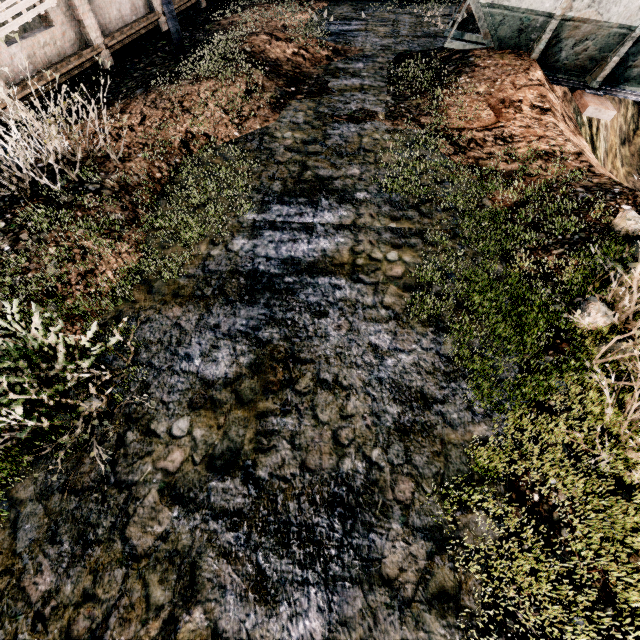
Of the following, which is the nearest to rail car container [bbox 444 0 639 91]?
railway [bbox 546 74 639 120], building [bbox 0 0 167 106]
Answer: railway [bbox 546 74 639 120]

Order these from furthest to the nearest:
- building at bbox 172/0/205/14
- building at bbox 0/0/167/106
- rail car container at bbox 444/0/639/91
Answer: building at bbox 172/0/205/14
building at bbox 0/0/167/106
rail car container at bbox 444/0/639/91

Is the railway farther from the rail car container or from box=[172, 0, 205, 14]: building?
box=[172, 0, 205, 14]: building

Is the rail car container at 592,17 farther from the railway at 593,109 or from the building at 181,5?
the building at 181,5

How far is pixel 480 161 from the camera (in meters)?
6.77

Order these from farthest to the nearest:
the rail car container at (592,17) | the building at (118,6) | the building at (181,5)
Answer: the building at (181,5)
the building at (118,6)
the rail car container at (592,17)
